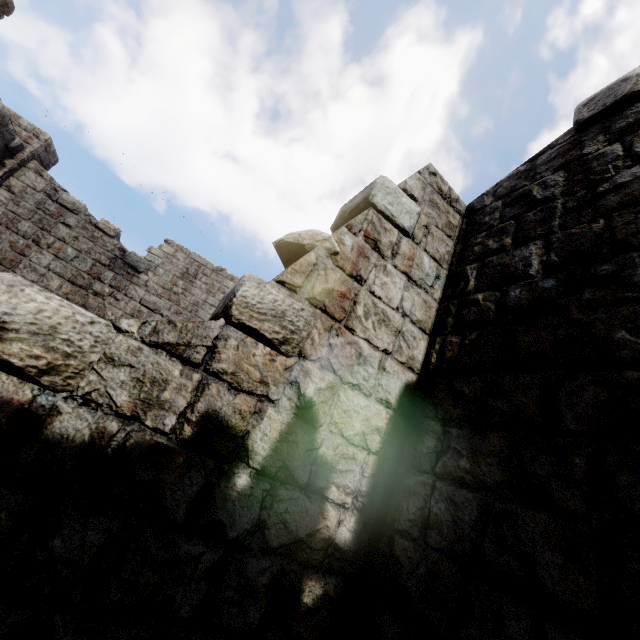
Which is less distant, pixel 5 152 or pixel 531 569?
pixel 531 569

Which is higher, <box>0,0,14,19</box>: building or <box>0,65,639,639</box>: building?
<box>0,0,14,19</box>: building

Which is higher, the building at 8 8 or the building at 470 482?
the building at 8 8

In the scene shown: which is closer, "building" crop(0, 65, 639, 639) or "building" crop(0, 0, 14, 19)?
"building" crop(0, 65, 639, 639)

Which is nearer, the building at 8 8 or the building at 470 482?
the building at 470 482
